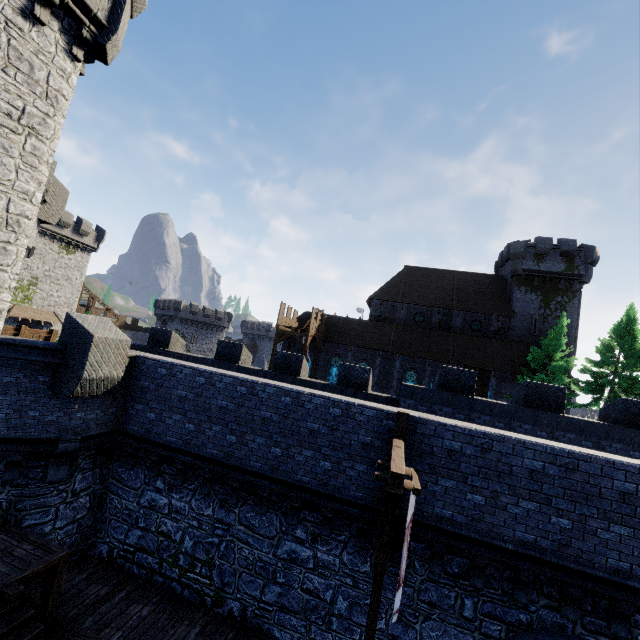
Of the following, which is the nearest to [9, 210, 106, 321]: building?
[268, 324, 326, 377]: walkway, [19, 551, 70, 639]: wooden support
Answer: [268, 324, 326, 377]: walkway

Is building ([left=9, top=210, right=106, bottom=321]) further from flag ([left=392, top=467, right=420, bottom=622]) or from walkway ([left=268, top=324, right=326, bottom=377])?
flag ([left=392, top=467, right=420, bottom=622])

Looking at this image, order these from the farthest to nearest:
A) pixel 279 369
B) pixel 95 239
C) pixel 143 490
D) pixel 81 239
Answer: pixel 95 239, pixel 81 239, pixel 279 369, pixel 143 490

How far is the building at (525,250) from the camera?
32.03m

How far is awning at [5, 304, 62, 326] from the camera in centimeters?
3556cm

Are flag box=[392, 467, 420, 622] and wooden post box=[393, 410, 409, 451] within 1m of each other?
no

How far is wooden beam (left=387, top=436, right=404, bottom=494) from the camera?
5.5 meters

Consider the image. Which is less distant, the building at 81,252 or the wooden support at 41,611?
the wooden support at 41,611
